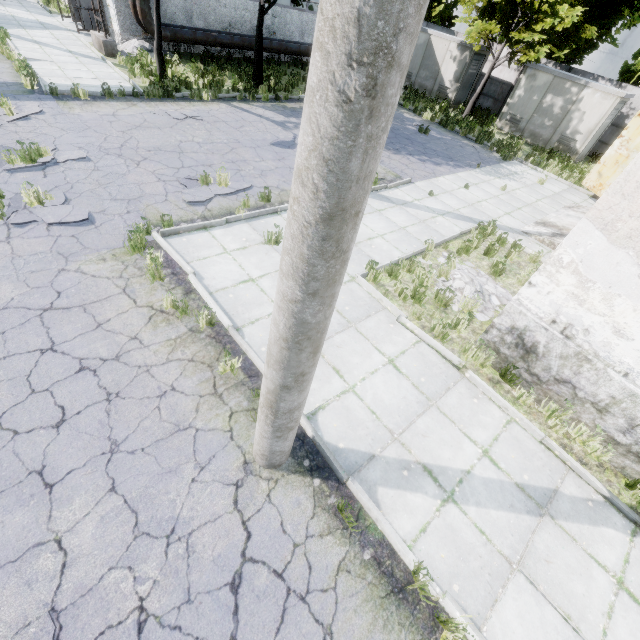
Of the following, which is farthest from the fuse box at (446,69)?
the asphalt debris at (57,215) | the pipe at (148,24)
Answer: the asphalt debris at (57,215)

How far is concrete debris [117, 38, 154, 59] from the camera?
15.9 meters

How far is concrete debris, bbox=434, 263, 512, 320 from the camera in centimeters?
741cm

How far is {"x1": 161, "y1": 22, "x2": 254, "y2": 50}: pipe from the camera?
16.1m

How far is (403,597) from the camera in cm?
352

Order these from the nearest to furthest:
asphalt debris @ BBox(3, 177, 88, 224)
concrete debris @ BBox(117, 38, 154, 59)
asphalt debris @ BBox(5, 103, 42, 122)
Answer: asphalt debris @ BBox(3, 177, 88, 224)
asphalt debris @ BBox(5, 103, 42, 122)
concrete debris @ BBox(117, 38, 154, 59)

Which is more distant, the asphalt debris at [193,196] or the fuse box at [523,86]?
the fuse box at [523,86]

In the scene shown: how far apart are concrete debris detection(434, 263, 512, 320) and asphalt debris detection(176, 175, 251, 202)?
5.5m
